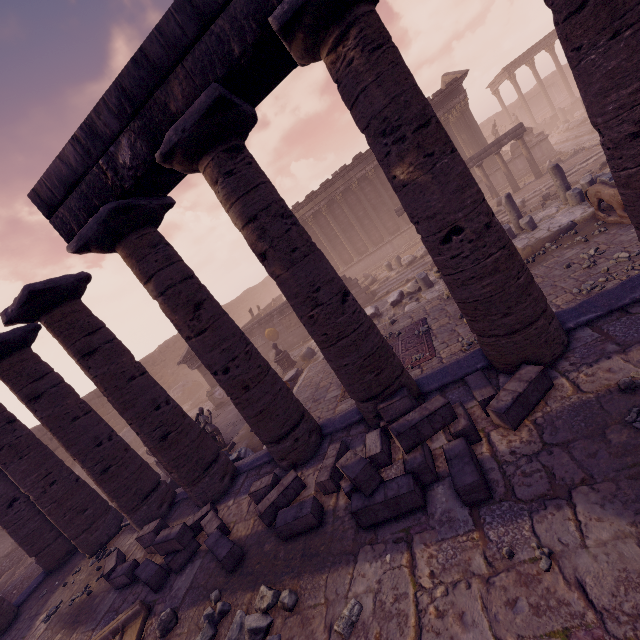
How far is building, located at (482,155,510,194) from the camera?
21.8 meters

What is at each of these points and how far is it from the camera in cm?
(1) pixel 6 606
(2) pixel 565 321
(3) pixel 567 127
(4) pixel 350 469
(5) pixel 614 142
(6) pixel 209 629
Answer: (1) column, 805
(2) building base, 488
(3) building debris, 2591
(4) stone blocks, 414
(5) column, 382
(6) rocks, 400

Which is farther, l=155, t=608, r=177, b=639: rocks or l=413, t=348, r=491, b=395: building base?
l=413, t=348, r=491, b=395: building base

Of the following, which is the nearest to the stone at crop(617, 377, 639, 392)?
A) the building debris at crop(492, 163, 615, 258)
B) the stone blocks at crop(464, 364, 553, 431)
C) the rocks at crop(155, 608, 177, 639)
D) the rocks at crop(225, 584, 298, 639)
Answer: the stone blocks at crop(464, 364, 553, 431)

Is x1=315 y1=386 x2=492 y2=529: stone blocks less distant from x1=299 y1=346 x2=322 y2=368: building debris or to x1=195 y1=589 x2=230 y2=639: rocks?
x1=195 y1=589 x2=230 y2=639: rocks

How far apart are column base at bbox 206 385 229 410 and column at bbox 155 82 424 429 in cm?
1278

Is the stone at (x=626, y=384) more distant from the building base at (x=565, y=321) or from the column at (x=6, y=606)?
the column at (x=6, y=606)

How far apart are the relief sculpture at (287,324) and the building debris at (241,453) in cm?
1050
